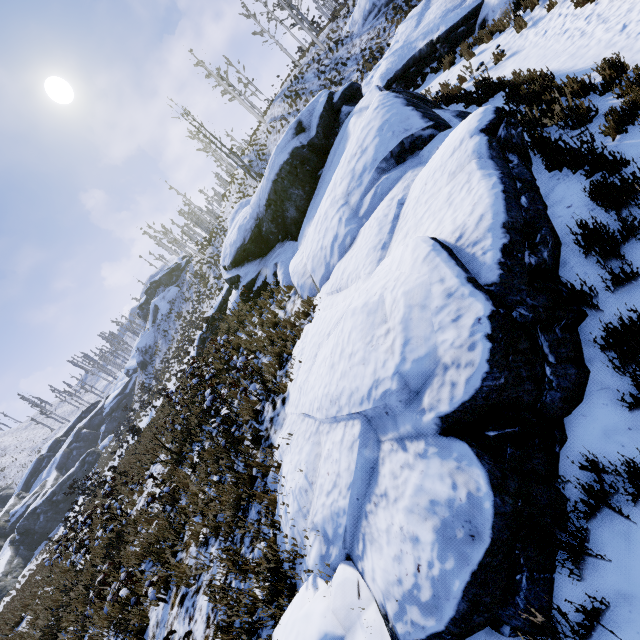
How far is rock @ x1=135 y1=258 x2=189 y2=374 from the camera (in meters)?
51.72

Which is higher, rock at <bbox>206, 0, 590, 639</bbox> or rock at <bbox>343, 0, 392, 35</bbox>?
rock at <bbox>343, 0, 392, 35</bbox>

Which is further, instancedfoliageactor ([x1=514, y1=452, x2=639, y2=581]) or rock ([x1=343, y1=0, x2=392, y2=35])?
rock ([x1=343, y1=0, x2=392, y2=35])

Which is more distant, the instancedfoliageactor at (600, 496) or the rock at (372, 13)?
the rock at (372, 13)

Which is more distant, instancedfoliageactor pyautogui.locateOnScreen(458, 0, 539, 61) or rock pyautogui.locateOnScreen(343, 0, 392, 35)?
rock pyautogui.locateOnScreen(343, 0, 392, 35)

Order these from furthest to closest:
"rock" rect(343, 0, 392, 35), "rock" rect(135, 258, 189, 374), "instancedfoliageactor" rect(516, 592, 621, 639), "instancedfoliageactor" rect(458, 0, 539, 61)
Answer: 1. "rock" rect(135, 258, 189, 374)
2. "rock" rect(343, 0, 392, 35)
3. "instancedfoliageactor" rect(458, 0, 539, 61)
4. "instancedfoliageactor" rect(516, 592, 621, 639)

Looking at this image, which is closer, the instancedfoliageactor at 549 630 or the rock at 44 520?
the instancedfoliageactor at 549 630

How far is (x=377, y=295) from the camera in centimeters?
408cm
